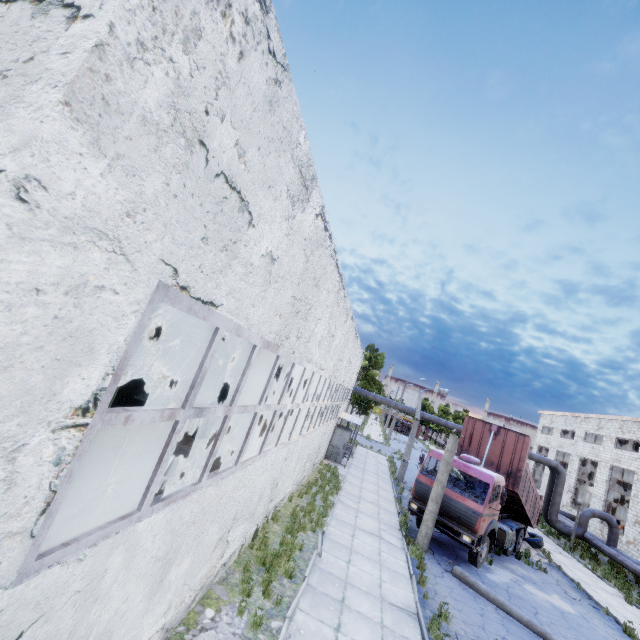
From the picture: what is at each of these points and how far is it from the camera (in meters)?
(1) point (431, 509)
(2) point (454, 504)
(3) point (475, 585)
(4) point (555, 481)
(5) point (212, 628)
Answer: (1) lamp post, 12.87
(2) truck, 12.95
(3) lamp post, 10.99
(4) pipe, 23.72
(5) concrete debris, 5.66

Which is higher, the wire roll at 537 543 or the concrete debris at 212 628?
the wire roll at 537 543

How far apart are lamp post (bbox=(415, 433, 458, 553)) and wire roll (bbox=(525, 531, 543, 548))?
10.2 meters

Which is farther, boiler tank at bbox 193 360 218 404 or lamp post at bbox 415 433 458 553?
boiler tank at bbox 193 360 218 404

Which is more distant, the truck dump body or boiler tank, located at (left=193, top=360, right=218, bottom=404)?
boiler tank, located at (left=193, top=360, right=218, bottom=404)

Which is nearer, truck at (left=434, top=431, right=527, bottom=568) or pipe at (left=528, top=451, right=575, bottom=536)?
truck at (left=434, top=431, right=527, bottom=568)

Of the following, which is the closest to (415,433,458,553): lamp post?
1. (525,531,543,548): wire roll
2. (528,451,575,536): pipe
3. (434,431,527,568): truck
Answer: (434,431,527,568): truck

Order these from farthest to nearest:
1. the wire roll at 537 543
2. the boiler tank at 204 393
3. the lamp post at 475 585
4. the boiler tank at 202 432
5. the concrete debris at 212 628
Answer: the wire roll at 537 543 → the boiler tank at 204 393 → the boiler tank at 202 432 → the lamp post at 475 585 → the concrete debris at 212 628
